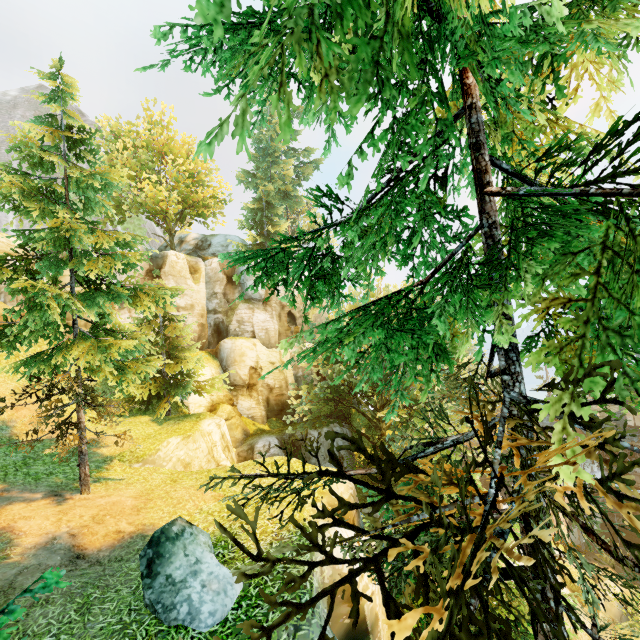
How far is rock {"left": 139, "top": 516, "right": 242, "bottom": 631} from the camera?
6.0m

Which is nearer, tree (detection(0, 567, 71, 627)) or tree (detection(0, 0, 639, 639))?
tree (detection(0, 0, 639, 639))

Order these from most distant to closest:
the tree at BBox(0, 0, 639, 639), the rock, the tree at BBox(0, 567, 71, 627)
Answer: the rock → the tree at BBox(0, 567, 71, 627) → the tree at BBox(0, 0, 639, 639)

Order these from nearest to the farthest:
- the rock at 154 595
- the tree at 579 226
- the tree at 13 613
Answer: the tree at 579 226 < the tree at 13 613 < the rock at 154 595

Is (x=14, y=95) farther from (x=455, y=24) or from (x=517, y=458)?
(x=517, y=458)

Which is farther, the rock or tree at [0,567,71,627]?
the rock

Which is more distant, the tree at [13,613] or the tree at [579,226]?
the tree at [13,613]
